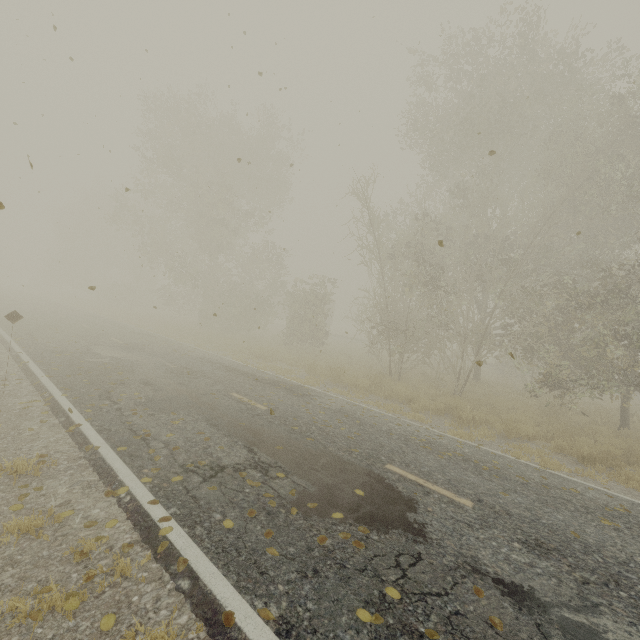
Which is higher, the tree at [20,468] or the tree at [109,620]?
the tree at [20,468]

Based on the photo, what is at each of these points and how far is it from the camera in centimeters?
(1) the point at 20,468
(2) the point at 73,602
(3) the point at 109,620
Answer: (1) tree, 451cm
(2) tree, 284cm
(3) tree, 272cm

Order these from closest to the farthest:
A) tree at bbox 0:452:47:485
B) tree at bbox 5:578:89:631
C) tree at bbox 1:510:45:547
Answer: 1. tree at bbox 5:578:89:631
2. tree at bbox 1:510:45:547
3. tree at bbox 0:452:47:485

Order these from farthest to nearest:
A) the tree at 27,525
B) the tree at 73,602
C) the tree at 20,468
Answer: the tree at 20,468 → the tree at 27,525 → the tree at 73,602

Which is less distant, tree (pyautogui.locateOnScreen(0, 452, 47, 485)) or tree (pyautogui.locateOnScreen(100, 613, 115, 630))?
tree (pyautogui.locateOnScreen(100, 613, 115, 630))

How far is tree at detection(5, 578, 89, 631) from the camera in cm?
265
